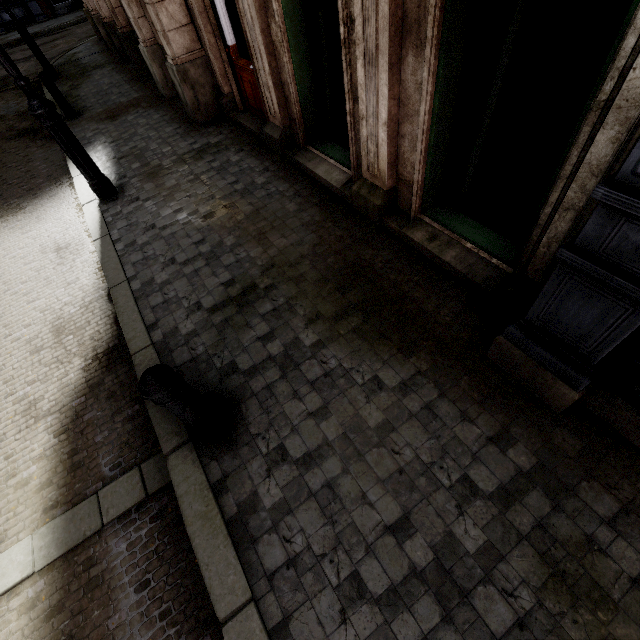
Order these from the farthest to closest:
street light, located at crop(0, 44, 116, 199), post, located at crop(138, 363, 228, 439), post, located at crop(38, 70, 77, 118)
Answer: post, located at crop(38, 70, 77, 118)
street light, located at crop(0, 44, 116, 199)
post, located at crop(138, 363, 228, 439)

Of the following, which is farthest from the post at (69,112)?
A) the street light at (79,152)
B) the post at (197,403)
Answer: the post at (197,403)

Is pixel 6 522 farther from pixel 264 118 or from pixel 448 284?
pixel 264 118

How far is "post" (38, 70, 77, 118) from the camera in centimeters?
763cm

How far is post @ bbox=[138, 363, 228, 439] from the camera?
2.1 meters

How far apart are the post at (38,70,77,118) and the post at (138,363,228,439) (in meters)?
9.71

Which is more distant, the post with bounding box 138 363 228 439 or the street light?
the street light

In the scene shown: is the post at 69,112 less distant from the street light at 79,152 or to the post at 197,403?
the street light at 79,152
